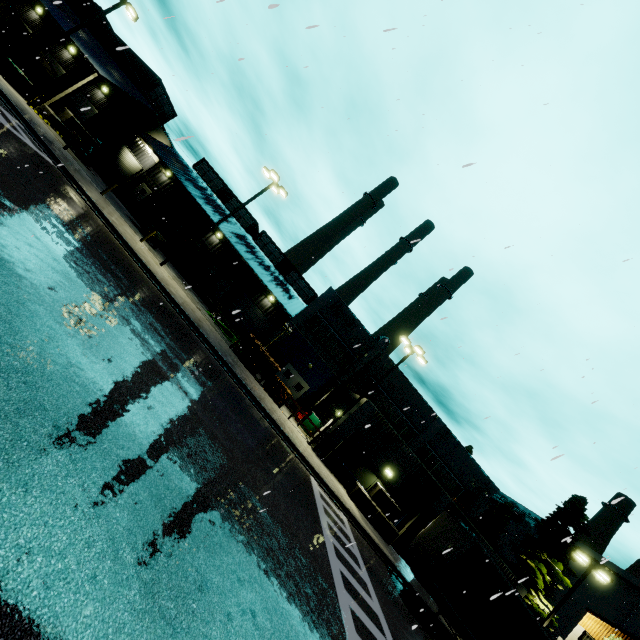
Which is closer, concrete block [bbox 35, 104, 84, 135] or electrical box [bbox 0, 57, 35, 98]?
electrical box [bbox 0, 57, 35, 98]

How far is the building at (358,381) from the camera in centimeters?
2512cm

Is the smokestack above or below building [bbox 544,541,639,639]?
above

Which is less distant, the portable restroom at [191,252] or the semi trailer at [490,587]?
the semi trailer at [490,587]

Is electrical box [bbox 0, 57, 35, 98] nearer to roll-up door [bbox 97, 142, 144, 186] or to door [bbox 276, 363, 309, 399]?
roll-up door [bbox 97, 142, 144, 186]

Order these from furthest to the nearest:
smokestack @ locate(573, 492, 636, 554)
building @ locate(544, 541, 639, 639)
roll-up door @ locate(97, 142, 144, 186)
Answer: A:
1. smokestack @ locate(573, 492, 636, 554)
2. roll-up door @ locate(97, 142, 144, 186)
3. building @ locate(544, 541, 639, 639)

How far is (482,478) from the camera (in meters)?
30.48

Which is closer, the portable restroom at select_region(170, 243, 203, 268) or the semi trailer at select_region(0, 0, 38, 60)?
the semi trailer at select_region(0, 0, 38, 60)
